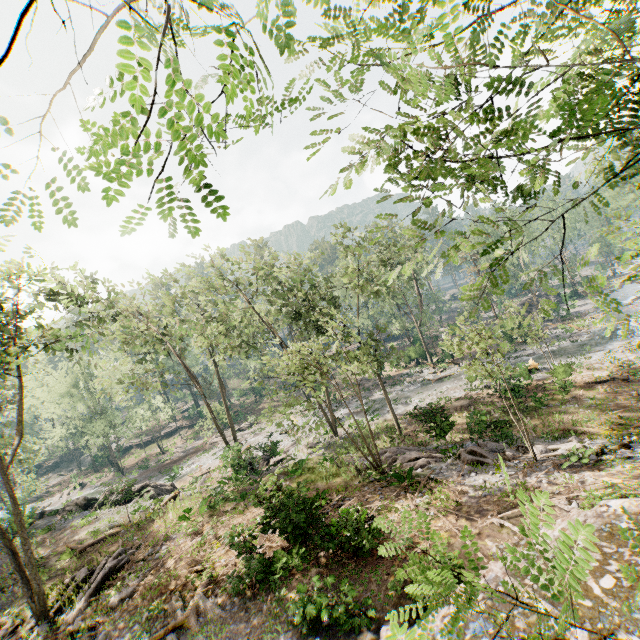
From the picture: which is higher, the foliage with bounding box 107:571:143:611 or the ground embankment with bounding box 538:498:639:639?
the ground embankment with bounding box 538:498:639:639

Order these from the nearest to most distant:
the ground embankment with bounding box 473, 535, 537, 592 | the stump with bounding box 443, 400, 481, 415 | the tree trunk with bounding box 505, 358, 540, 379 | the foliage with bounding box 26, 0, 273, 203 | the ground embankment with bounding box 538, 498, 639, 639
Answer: the foliage with bounding box 26, 0, 273, 203, the ground embankment with bounding box 538, 498, 639, 639, the ground embankment with bounding box 473, 535, 537, 592, the stump with bounding box 443, 400, 481, 415, the tree trunk with bounding box 505, 358, 540, 379

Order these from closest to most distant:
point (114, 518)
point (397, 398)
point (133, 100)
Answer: point (133, 100) < point (114, 518) < point (397, 398)

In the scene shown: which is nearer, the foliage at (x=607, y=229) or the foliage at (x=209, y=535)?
the foliage at (x=607, y=229)

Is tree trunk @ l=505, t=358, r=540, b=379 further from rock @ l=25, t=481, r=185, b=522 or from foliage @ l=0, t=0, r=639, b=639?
rock @ l=25, t=481, r=185, b=522

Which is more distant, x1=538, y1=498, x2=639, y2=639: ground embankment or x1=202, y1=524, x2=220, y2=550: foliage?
x1=202, y1=524, x2=220, y2=550: foliage

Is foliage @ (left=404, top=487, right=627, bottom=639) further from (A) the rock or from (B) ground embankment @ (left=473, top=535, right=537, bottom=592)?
(B) ground embankment @ (left=473, top=535, right=537, bottom=592)

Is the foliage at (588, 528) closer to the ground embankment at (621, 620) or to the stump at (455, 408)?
the ground embankment at (621, 620)
